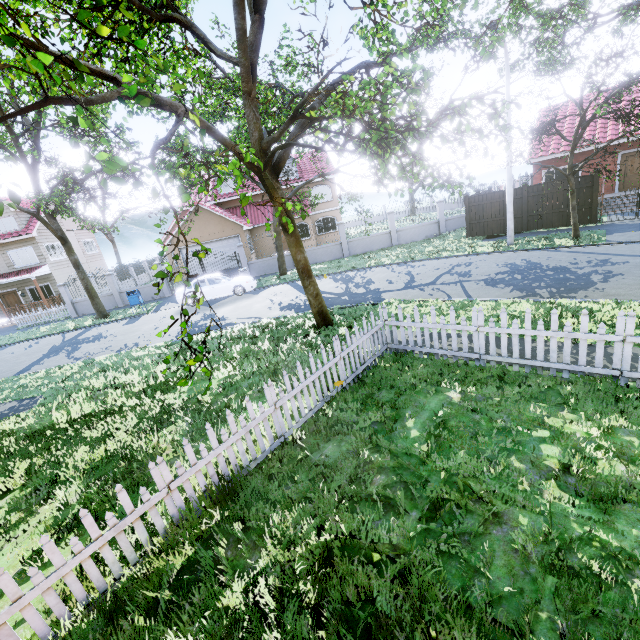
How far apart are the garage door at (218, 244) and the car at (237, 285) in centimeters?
767cm

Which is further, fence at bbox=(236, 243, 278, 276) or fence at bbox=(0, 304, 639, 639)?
fence at bbox=(236, 243, 278, 276)

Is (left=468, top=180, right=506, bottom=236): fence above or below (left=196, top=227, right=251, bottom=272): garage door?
below

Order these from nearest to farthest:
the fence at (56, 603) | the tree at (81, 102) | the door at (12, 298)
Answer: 1. the fence at (56, 603)
2. the tree at (81, 102)
3. the door at (12, 298)

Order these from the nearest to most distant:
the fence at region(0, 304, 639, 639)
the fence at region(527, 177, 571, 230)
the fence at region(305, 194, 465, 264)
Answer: the fence at region(0, 304, 639, 639) < the fence at region(527, 177, 571, 230) < the fence at region(305, 194, 465, 264)

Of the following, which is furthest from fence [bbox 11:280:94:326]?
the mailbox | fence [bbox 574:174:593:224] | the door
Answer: the door

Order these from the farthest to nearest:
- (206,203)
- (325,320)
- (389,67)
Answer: (206,203)
(325,320)
(389,67)

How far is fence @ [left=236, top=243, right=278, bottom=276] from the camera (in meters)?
22.79
